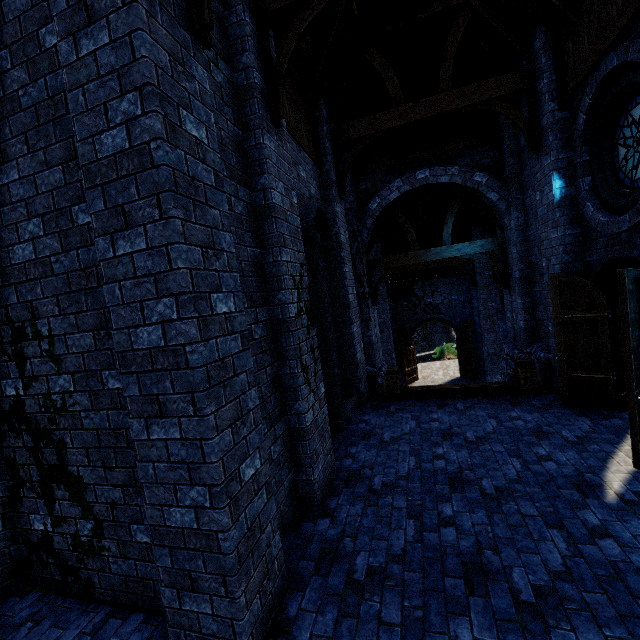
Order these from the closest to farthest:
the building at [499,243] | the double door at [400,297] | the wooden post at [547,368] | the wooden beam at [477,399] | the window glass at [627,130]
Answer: the building at [499,243], the window glass at [627,130], the wooden beam at [477,399], the wooden post at [547,368], the double door at [400,297]

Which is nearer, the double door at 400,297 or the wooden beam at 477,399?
the wooden beam at 477,399

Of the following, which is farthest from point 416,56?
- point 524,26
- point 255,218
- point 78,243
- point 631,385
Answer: point 78,243

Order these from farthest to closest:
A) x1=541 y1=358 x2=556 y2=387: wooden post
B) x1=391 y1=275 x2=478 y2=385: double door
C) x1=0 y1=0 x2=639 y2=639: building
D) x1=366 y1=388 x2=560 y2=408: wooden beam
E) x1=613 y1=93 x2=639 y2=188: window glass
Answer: x1=391 y1=275 x2=478 y2=385: double door → x1=541 y1=358 x2=556 y2=387: wooden post → x1=366 y1=388 x2=560 y2=408: wooden beam → x1=613 y1=93 x2=639 y2=188: window glass → x1=0 y1=0 x2=639 y2=639: building

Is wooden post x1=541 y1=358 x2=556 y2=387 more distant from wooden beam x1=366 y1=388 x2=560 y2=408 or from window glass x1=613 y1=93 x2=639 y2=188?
window glass x1=613 y1=93 x2=639 y2=188

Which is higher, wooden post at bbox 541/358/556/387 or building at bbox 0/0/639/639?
building at bbox 0/0/639/639

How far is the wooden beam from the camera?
6.9m

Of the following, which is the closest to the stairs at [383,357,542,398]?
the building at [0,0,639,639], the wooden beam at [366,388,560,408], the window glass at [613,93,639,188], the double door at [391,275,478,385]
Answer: the wooden beam at [366,388,560,408]
